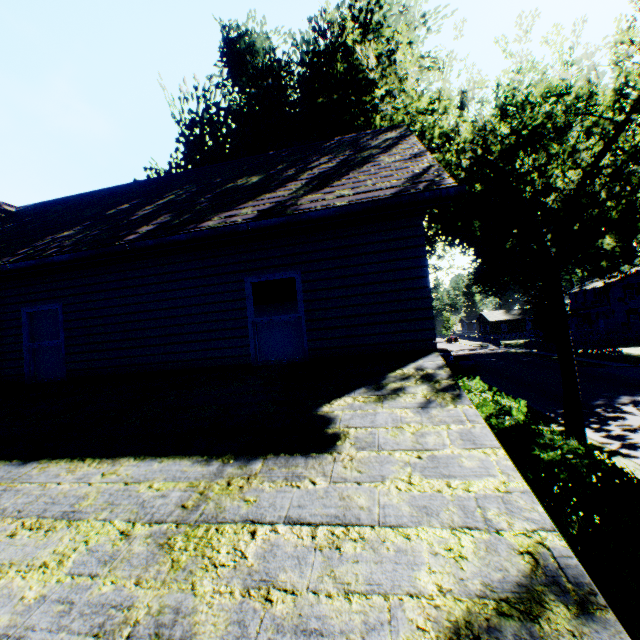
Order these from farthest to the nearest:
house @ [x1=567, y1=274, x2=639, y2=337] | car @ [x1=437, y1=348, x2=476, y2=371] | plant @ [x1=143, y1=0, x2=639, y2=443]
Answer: house @ [x1=567, y1=274, x2=639, y2=337] < car @ [x1=437, y1=348, x2=476, y2=371] < plant @ [x1=143, y1=0, x2=639, y2=443]

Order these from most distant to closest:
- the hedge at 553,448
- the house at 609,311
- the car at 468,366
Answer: the house at 609,311 < the car at 468,366 < the hedge at 553,448

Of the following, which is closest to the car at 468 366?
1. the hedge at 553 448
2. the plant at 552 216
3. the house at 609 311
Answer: the hedge at 553 448

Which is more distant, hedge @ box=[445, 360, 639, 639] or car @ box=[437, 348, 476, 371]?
car @ box=[437, 348, 476, 371]

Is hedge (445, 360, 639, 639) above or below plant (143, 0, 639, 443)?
below

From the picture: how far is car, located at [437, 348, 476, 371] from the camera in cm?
2984

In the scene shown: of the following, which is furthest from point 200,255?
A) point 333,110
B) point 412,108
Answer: point 412,108

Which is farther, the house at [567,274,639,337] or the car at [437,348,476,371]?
the house at [567,274,639,337]
